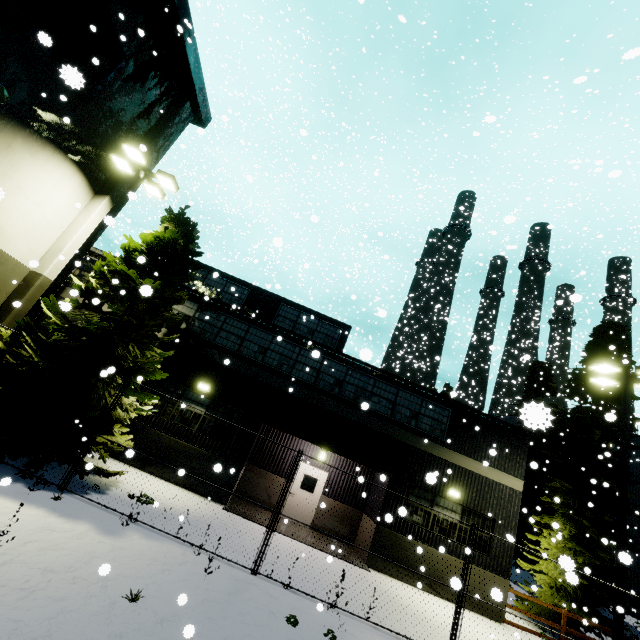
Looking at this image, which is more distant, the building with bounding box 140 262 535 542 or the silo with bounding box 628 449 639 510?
the silo with bounding box 628 449 639 510

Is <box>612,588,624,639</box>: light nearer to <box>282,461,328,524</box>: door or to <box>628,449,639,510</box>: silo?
<box>282,461,328,524</box>: door

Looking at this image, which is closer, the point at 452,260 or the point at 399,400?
the point at 399,400

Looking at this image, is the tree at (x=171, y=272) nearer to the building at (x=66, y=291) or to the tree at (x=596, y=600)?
the building at (x=66, y=291)

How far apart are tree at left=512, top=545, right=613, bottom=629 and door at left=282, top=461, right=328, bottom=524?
11.1m

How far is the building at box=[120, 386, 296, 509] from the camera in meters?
13.1

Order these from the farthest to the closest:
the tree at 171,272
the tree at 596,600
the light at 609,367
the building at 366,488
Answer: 1. the tree at 596,600
2. the building at 366,488
3. the light at 609,367
4. the tree at 171,272

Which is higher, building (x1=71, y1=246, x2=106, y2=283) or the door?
building (x1=71, y1=246, x2=106, y2=283)
